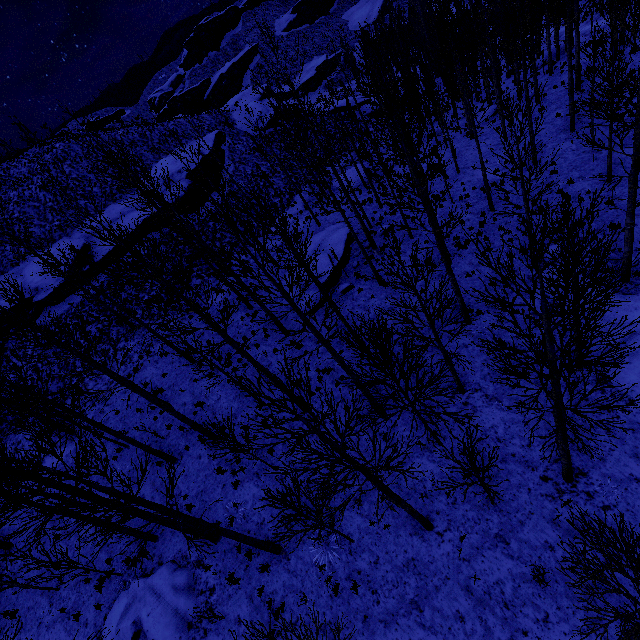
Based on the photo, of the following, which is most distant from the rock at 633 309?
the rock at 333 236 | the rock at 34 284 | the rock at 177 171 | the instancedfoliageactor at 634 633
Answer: the rock at 34 284

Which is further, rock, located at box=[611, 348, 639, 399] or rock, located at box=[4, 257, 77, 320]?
rock, located at box=[4, 257, 77, 320]

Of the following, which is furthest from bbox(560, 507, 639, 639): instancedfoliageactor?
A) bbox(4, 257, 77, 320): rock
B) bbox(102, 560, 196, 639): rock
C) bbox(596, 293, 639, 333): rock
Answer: bbox(4, 257, 77, 320): rock

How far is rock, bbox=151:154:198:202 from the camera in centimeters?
3078cm

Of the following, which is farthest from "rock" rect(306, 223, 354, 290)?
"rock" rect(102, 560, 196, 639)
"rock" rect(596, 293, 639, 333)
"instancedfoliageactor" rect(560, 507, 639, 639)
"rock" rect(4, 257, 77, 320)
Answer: "rock" rect(4, 257, 77, 320)

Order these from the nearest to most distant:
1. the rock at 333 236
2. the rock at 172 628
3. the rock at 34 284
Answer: the rock at 172 628, the rock at 333 236, the rock at 34 284

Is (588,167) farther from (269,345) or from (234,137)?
(234,137)

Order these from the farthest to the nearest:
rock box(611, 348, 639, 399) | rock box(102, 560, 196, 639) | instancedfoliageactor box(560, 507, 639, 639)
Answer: rock box(102, 560, 196, 639), rock box(611, 348, 639, 399), instancedfoliageactor box(560, 507, 639, 639)
